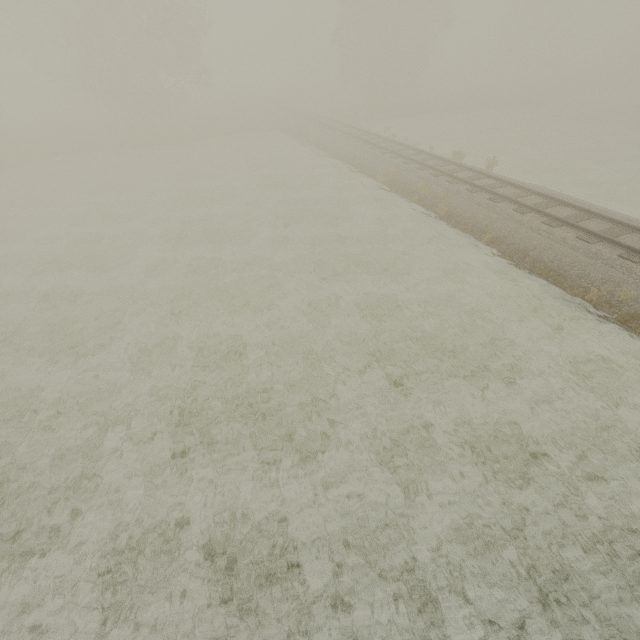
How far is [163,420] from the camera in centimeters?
781cm
